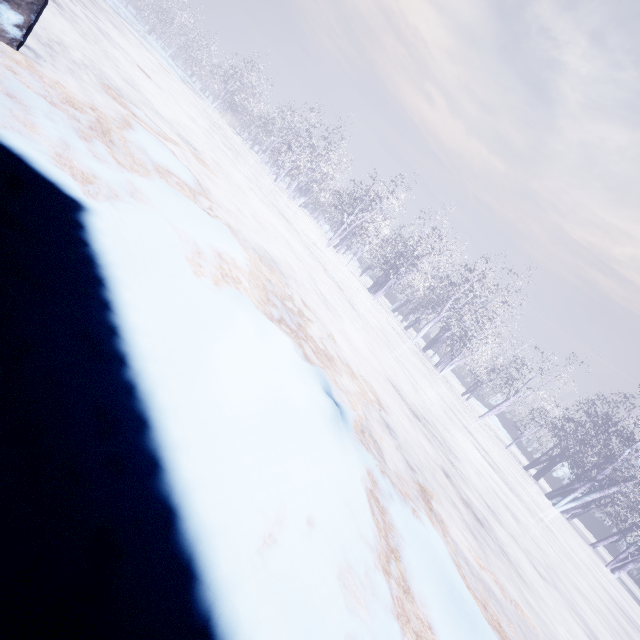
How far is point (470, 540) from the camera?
3.2 meters
